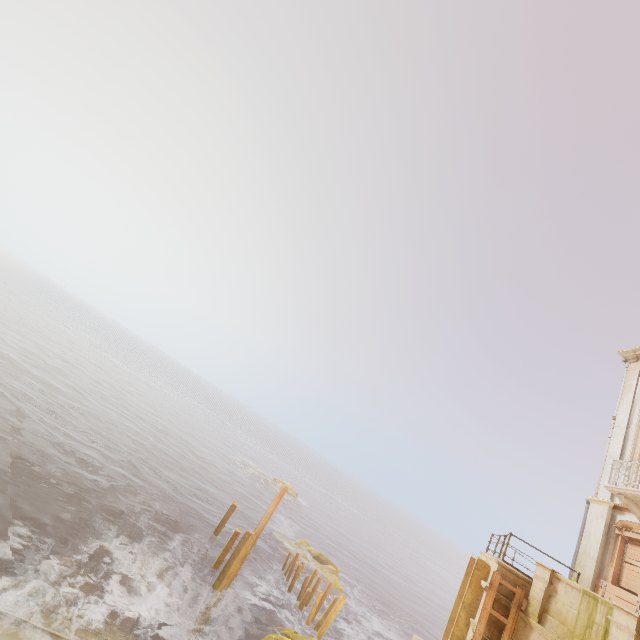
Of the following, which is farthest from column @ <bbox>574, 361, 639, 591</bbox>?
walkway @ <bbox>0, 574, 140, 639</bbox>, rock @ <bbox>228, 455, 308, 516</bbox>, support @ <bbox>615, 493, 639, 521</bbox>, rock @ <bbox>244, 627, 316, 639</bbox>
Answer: rock @ <bbox>228, 455, 308, 516</bbox>

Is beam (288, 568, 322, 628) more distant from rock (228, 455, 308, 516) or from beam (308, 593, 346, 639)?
rock (228, 455, 308, 516)

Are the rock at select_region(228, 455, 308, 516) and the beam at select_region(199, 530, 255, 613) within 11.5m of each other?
no

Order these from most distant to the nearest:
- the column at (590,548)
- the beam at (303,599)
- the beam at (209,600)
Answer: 1. the beam at (303,599)
2. the beam at (209,600)
3. the column at (590,548)

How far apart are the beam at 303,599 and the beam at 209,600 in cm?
605

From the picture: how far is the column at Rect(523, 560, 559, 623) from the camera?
9.6 meters

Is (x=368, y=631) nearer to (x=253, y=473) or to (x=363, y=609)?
(x=363, y=609)

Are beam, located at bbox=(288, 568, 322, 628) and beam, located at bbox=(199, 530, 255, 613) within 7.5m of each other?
yes
